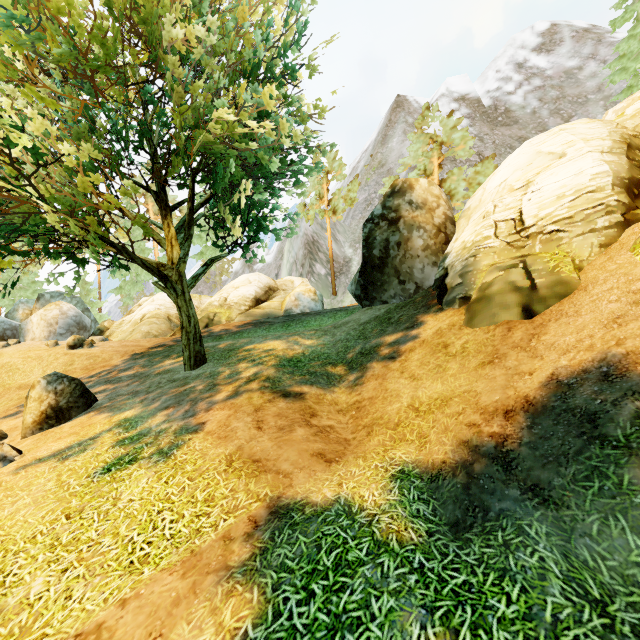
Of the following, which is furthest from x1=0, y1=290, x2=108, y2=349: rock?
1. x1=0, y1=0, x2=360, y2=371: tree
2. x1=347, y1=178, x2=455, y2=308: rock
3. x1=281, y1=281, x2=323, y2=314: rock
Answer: x1=347, y1=178, x2=455, y2=308: rock

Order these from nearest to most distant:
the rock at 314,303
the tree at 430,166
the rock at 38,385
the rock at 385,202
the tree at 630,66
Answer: the rock at 38,385, the rock at 385,202, the tree at 630,66, the rock at 314,303, the tree at 430,166

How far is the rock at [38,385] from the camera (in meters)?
9.41

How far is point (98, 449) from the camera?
7.1 meters

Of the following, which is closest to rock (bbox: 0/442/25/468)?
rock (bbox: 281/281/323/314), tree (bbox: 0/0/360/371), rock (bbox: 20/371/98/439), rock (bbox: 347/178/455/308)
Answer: rock (bbox: 20/371/98/439)

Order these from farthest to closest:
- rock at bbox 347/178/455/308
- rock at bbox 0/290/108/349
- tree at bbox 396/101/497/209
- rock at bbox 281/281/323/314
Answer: tree at bbox 396/101/497/209
rock at bbox 281/281/323/314
rock at bbox 0/290/108/349
rock at bbox 347/178/455/308

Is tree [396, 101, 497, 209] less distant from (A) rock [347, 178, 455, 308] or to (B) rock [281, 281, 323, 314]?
(A) rock [347, 178, 455, 308]

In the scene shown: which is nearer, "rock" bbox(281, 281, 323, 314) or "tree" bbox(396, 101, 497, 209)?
"rock" bbox(281, 281, 323, 314)
